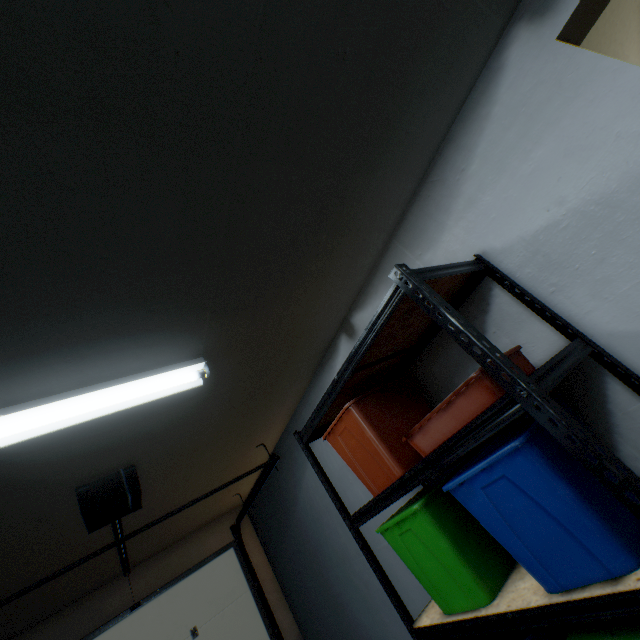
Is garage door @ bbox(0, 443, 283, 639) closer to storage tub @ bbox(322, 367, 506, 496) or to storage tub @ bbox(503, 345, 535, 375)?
storage tub @ bbox(322, 367, 506, 496)

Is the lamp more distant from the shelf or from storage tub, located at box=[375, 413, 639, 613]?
storage tub, located at box=[375, 413, 639, 613]

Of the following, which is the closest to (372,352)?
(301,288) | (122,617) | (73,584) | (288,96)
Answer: (301,288)

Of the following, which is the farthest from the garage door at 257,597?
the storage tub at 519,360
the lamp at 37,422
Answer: the storage tub at 519,360

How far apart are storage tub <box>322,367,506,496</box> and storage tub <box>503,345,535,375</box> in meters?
0.1 m

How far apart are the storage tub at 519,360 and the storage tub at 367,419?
0.1m

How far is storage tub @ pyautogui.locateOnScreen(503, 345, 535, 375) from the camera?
1.1m

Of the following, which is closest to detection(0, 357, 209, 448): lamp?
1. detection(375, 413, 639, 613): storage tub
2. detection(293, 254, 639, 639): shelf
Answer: detection(293, 254, 639, 639): shelf
